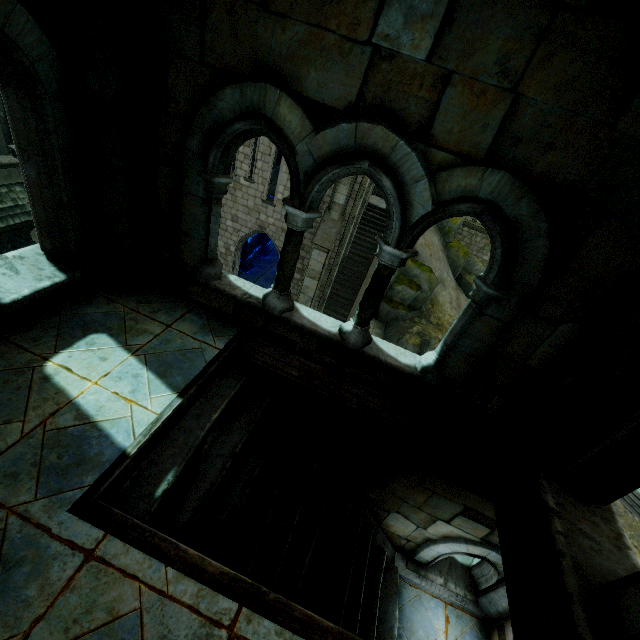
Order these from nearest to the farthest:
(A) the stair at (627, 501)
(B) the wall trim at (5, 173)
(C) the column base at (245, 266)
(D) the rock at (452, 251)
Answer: (B) the wall trim at (5, 173) < (C) the column base at (245, 266) < (A) the stair at (627, 501) < (D) the rock at (452, 251)

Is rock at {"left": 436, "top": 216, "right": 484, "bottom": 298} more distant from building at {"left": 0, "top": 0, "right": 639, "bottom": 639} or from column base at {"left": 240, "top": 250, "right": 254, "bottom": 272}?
column base at {"left": 240, "top": 250, "right": 254, "bottom": 272}

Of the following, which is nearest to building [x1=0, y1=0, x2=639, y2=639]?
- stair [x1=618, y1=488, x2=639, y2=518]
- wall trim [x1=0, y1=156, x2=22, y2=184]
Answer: wall trim [x1=0, y1=156, x2=22, y2=184]

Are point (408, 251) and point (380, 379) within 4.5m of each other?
yes

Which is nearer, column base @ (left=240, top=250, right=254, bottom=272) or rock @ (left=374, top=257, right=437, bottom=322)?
rock @ (left=374, top=257, right=437, bottom=322)

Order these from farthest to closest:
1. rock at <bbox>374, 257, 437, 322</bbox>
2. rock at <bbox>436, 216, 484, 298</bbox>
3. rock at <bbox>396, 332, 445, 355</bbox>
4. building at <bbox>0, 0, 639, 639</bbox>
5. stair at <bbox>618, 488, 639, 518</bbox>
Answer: rock at <bbox>436, 216, 484, 298</bbox>, stair at <bbox>618, 488, 639, 518</bbox>, rock at <bbox>374, 257, 437, 322</bbox>, rock at <bbox>396, 332, 445, 355</bbox>, building at <bbox>0, 0, 639, 639</bbox>

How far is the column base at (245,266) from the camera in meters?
21.9

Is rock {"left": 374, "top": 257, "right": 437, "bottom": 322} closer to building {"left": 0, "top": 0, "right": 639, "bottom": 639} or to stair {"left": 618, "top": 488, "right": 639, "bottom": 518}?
building {"left": 0, "top": 0, "right": 639, "bottom": 639}
